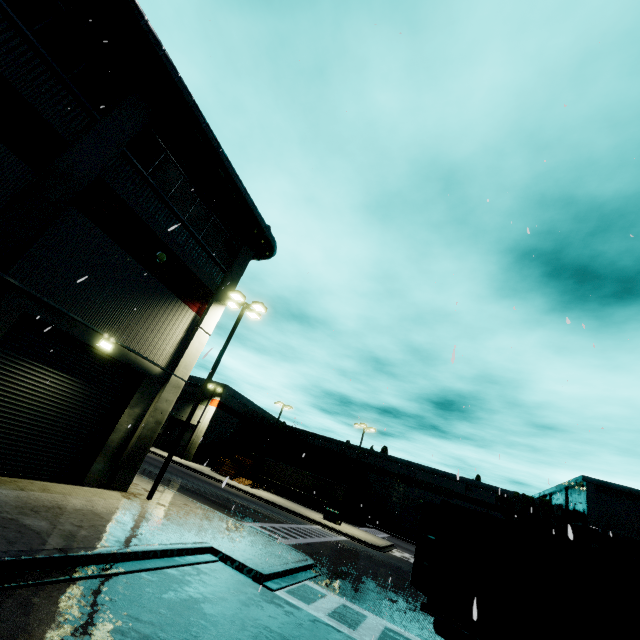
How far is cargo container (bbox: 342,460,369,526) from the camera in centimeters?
4244cm

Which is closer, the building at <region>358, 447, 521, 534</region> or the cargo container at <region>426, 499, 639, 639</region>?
the cargo container at <region>426, 499, 639, 639</region>

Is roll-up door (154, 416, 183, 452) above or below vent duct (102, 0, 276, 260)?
below

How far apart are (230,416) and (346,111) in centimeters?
4674cm

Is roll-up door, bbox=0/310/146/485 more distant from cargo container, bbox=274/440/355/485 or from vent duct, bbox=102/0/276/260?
vent duct, bbox=102/0/276/260

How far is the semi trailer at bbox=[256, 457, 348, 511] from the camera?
39.66m

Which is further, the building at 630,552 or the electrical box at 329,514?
the building at 630,552

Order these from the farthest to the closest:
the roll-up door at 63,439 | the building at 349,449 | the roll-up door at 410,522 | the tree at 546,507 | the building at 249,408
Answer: the building at 349,449 < the roll-up door at 410,522 < the tree at 546,507 < the building at 249,408 < the roll-up door at 63,439
